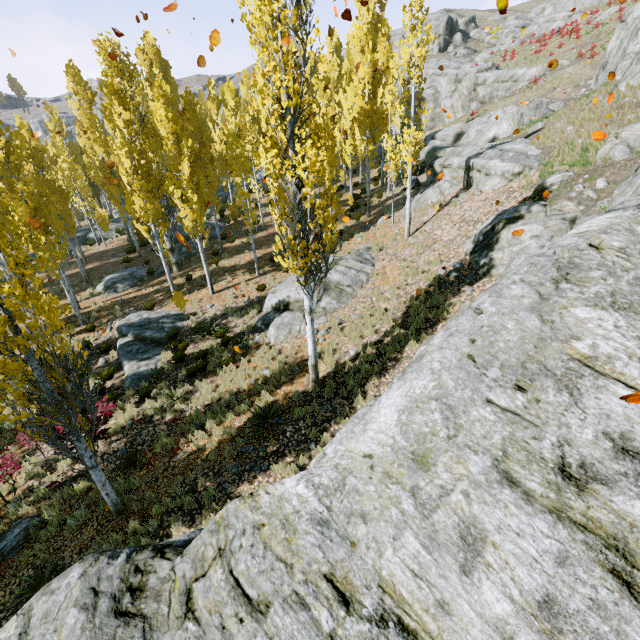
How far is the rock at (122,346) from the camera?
13.62m

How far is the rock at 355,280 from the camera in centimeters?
1370cm

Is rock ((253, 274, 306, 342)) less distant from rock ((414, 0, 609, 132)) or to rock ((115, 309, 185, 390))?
rock ((414, 0, 609, 132))

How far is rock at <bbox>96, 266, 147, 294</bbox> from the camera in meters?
21.0 m

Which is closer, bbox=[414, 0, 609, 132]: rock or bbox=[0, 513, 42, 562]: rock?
bbox=[0, 513, 42, 562]: rock

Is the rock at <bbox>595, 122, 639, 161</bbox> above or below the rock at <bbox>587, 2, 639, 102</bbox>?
below

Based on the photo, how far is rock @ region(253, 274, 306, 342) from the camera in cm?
1340

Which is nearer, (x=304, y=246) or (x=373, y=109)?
(x=304, y=246)
